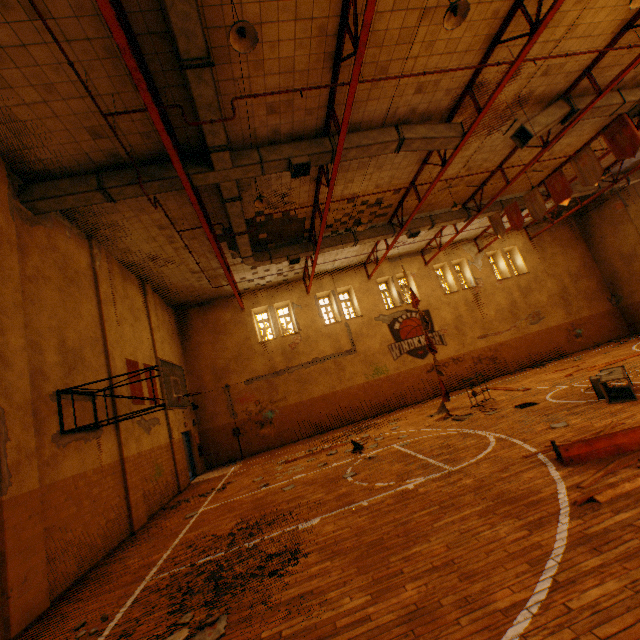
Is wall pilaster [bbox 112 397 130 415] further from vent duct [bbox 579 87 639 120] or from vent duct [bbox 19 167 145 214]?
vent duct [bbox 579 87 639 120]

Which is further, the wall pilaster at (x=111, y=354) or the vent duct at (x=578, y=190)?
the vent duct at (x=578, y=190)

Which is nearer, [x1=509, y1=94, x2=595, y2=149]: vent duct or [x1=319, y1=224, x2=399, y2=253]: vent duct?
[x1=509, y1=94, x2=595, y2=149]: vent duct

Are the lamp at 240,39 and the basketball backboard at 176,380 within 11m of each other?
yes

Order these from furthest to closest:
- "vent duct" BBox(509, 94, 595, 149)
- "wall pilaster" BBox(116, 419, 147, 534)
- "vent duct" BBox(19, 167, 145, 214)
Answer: "vent duct" BBox(509, 94, 595, 149) < "wall pilaster" BBox(116, 419, 147, 534) < "vent duct" BBox(19, 167, 145, 214)

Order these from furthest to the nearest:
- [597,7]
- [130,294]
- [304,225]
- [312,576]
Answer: [304,225] → [130,294] → [597,7] → [312,576]

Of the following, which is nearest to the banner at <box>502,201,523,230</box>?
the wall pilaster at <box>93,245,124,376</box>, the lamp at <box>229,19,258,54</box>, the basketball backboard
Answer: the lamp at <box>229,19,258,54</box>

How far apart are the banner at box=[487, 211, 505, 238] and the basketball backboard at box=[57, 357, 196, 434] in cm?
1372
